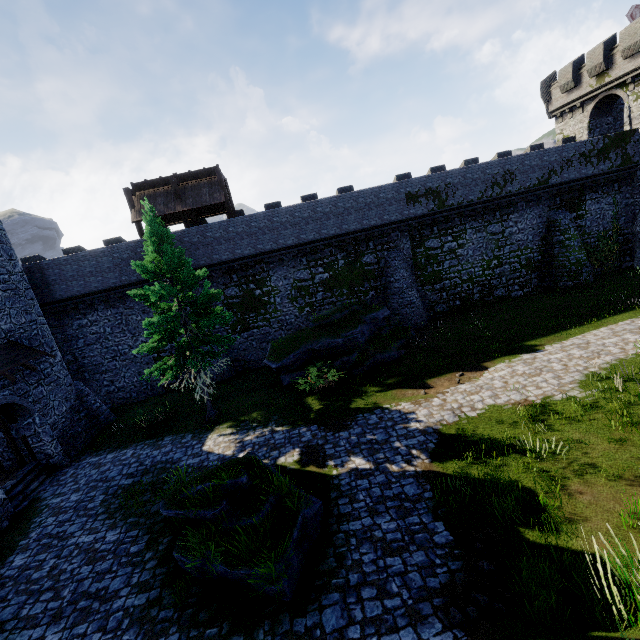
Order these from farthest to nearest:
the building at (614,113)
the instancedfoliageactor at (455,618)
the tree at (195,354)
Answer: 1. the building at (614,113)
2. the tree at (195,354)
3. the instancedfoliageactor at (455,618)

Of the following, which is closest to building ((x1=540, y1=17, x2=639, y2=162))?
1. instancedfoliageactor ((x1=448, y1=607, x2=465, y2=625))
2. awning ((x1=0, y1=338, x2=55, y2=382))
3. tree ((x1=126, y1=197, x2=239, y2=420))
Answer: tree ((x1=126, y1=197, x2=239, y2=420))

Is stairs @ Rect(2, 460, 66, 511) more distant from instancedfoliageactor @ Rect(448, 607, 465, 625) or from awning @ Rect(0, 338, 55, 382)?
instancedfoliageactor @ Rect(448, 607, 465, 625)

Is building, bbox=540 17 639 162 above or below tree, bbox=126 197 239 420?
above

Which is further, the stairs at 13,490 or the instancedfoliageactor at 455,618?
the stairs at 13,490

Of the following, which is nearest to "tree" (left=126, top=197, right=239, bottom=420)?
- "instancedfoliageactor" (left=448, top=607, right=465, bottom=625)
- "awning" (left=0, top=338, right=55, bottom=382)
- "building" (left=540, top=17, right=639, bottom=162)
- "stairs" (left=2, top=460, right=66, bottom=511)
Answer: "stairs" (left=2, top=460, right=66, bottom=511)

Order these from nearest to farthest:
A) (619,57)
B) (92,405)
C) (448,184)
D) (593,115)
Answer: (92,405), (448,184), (619,57), (593,115)

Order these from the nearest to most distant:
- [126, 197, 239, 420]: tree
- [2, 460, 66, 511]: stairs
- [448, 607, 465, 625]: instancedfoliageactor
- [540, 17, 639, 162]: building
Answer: [448, 607, 465, 625]: instancedfoliageactor → [2, 460, 66, 511]: stairs → [126, 197, 239, 420]: tree → [540, 17, 639, 162]: building
